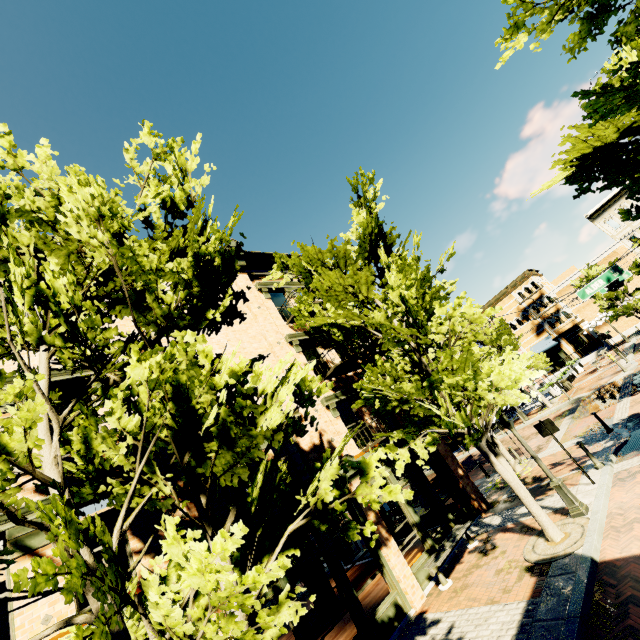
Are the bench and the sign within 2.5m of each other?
no

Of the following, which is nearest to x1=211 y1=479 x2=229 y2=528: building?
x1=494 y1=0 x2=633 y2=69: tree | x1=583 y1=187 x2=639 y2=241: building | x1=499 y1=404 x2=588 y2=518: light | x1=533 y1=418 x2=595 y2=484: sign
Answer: x1=494 y1=0 x2=633 y2=69: tree

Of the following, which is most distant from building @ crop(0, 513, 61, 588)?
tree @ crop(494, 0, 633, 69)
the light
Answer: the light

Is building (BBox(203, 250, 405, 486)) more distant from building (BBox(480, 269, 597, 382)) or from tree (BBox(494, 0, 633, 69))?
building (BBox(480, 269, 597, 382))

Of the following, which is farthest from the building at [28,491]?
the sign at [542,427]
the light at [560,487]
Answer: the sign at [542,427]

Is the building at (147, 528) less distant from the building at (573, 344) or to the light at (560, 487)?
the light at (560, 487)

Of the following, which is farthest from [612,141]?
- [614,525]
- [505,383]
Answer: [614,525]

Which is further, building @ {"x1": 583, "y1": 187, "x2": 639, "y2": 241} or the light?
building @ {"x1": 583, "y1": 187, "x2": 639, "y2": 241}
